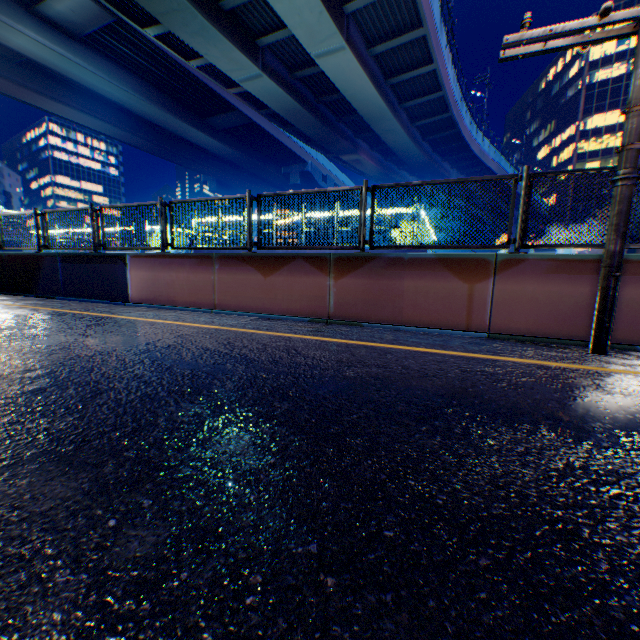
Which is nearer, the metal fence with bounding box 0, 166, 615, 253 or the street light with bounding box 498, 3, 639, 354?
the street light with bounding box 498, 3, 639, 354

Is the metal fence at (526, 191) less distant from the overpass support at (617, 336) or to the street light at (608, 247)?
the overpass support at (617, 336)

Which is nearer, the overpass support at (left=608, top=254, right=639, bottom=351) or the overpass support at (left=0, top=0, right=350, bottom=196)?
the overpass support at (left=608, top=254, right=639, bottom=351)

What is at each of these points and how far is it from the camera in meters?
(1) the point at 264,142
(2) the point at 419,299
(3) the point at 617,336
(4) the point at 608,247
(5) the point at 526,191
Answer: (1) overpass support, 36.6
(2) overpass support, 5.7
(3) overpass support, 4.7
(4) street light, 4.1
(5) metal fence, 4.9

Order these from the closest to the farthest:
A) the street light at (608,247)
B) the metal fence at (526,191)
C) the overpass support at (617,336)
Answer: the street light at (608,247) → the overpass support at (617,336) → the metal fence at (526,191)

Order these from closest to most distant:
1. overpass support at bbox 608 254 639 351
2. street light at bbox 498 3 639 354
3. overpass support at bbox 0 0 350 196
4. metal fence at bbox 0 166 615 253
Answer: street light at bbox 498 3 639 354, overpass support at bbox 608 254 639 351, metal fence at bbox 0 166 615 253, overpass support at bbox 0 0 350 196

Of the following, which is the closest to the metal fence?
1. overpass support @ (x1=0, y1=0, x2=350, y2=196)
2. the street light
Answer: overpass support @ (x1=0, y1=0, x2=350, y2=196)

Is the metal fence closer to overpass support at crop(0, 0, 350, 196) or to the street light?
overpass support at crop(0, 0, 350, 196)
